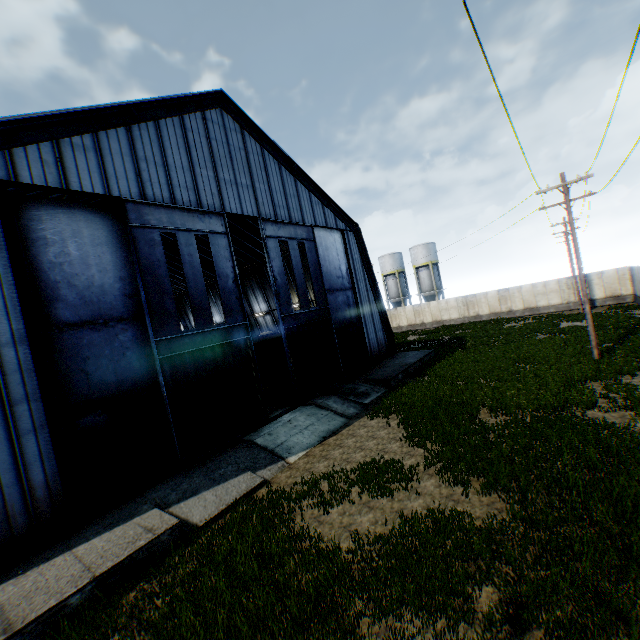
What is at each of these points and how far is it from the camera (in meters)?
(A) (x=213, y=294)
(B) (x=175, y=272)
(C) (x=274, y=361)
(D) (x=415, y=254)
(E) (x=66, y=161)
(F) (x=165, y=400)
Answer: (A) building, 39.03
(B) building, 36.78
(C) train, 27.31
(D) vertical tank, 51.03
(E) building, 10.94
(F) hanging door, 12.17

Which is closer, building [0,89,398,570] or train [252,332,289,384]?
building [0,89,398,570]

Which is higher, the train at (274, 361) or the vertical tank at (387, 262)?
the vertical tank at (387, 262)

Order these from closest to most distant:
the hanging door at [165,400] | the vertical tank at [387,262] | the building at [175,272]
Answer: the hanging door at [165,400]
the building at [175,272]
the vertical tank at [387,262]

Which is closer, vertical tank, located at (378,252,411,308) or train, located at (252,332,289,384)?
train, located at (252,332,289,384)

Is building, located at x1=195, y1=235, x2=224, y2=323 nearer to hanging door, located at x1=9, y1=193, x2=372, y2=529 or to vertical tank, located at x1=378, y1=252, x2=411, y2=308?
hanging door, located at x1=9, y1=193, x2=372, y2=529

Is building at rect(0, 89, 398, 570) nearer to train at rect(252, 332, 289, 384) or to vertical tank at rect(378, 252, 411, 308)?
train at rect(252, 332, 289, 384)

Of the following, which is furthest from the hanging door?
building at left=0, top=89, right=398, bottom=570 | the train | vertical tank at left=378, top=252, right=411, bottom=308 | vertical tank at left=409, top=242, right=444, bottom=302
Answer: vertical tank at left=378, top=252, right=411, bottom=308
